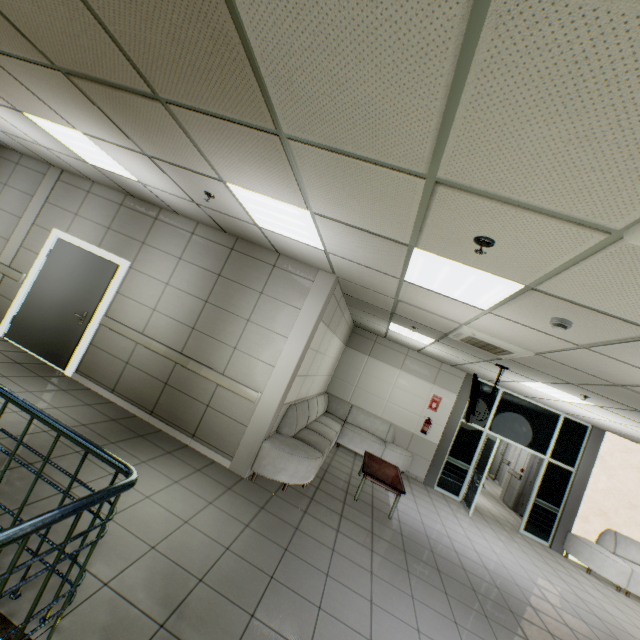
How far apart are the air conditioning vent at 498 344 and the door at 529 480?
6.33m

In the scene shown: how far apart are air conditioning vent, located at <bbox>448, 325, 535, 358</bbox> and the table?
2.74m

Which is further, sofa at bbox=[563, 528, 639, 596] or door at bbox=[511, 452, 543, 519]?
door at bbox=[511, 452, 543, 519]

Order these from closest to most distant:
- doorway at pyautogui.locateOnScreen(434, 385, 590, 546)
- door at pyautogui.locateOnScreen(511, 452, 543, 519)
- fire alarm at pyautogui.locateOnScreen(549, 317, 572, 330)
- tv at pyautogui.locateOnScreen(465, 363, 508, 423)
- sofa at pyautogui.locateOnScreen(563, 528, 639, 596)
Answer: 1. fire alarm at pyautogui.locateOnScreen(549, 317, 572, 330)
2. tv at pyautogui.locateOnScreen(465, 363, 508, 423)
3. sofa at pyautogui.locateOnScreen(563, 528, 639, 596)
4. doorway at pyautogui.locateOnScreen(434, 385, 590, 546)
5. door at pyautogui.locateOnScreen(511, 452, 543, 519)

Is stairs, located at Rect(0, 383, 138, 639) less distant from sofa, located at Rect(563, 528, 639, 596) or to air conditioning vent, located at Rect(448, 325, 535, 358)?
air conditioning vent, located at Rect(448, 325, 535, 358)

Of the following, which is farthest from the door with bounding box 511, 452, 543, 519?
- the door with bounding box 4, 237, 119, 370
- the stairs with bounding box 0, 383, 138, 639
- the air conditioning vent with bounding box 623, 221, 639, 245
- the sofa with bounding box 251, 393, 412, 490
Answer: the door with bounding box 4, 237, 119, 370

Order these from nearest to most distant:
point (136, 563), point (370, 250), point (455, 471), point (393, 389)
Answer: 1. point (136, 563)
2. point (370, 250)
3. point (455, 471)
4. point (393, 389)

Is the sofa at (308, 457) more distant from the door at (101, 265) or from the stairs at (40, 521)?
the door at (101, 265)
